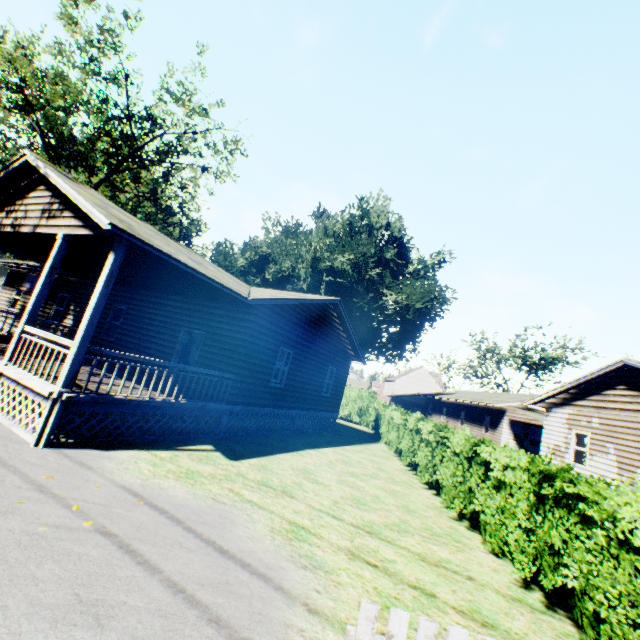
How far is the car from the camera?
22.44m

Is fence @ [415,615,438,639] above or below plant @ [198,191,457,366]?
below

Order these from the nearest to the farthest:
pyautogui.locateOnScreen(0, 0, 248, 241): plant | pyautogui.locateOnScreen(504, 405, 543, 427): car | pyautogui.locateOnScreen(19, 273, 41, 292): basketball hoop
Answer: pyautogui.locateOnScreen(19, 273, 41, 292): basketball hoop, pyautogui.locateOnScreen(0, 0, 248, 241): plant, pyautogui.locateOnScreen(504, 405, 543, 427): car

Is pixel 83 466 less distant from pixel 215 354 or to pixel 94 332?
pixel 215 354

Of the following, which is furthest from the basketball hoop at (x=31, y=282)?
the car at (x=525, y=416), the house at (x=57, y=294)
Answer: the car at (x=525, y=416)

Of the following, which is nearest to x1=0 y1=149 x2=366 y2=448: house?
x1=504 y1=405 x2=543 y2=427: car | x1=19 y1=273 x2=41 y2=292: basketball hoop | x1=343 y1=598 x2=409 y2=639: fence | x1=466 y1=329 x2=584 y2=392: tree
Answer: x1=19 y1=273 x2=41 y2=292: basketball hoop

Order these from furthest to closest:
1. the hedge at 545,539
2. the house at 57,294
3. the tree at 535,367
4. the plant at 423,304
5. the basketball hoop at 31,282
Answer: the tree at 535,367
the plant at 423,304
the basketball hoop at 31,282
the house at 57,294
the hedge at 545,539

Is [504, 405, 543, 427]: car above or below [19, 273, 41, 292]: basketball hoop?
above
